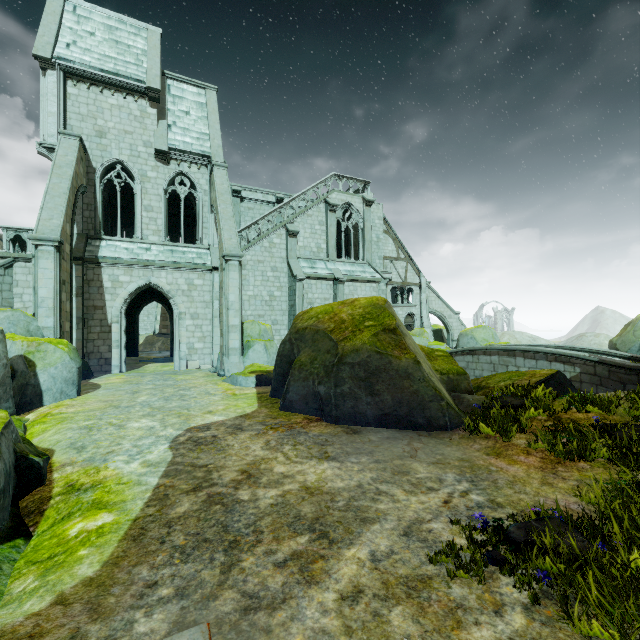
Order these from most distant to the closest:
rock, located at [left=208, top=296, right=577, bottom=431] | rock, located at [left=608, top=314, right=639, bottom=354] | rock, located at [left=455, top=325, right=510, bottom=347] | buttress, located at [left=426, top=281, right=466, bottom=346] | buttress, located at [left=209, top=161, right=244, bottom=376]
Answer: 1. buttress, located at [left=426, top=281, right=466, bottom=346]
2. rock, located at [left=455, top=325, right=510, bottom=347]
3. rock, located at [left=608, top=314, right=639, bottom=354]
4. buttress, located at [left=209, top=161, right=244, bottom=376]
5. rock, located at [left=208, top=296, right=577, bottom=431]

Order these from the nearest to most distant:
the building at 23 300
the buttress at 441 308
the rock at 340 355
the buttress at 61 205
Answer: the rock at 340 355, the buttress at 61 205, the building at 23 300, the buttress at 441 308

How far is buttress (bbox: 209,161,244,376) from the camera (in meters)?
15.05

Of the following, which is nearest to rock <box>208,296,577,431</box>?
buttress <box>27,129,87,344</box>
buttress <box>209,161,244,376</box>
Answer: buttress <box>209,161,244,376</box>

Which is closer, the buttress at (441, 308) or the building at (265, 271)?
the building at (265, 271)

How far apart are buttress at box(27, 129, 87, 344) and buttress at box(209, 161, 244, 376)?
5.90m

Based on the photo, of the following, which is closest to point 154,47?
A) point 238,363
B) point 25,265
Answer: point 25,265

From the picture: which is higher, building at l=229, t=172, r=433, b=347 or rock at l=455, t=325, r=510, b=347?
building at l=229, t=172, r=433, b=347
